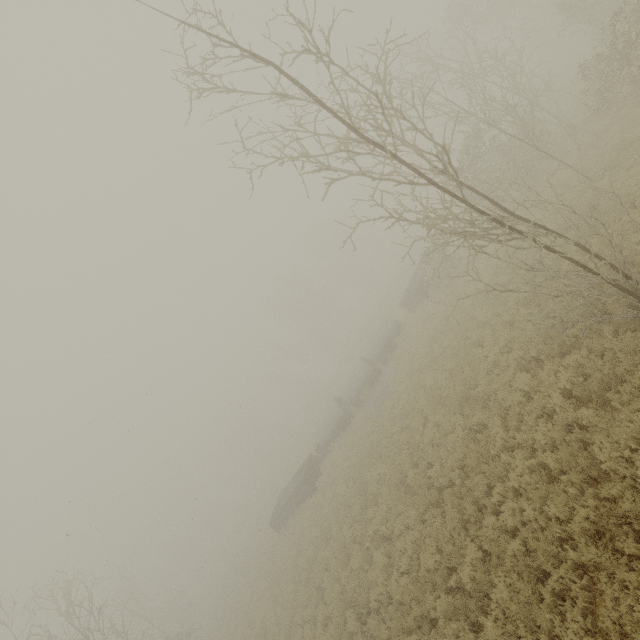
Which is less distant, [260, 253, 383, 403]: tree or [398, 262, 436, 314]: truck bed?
[398, 262, 436, 314]: truck bed

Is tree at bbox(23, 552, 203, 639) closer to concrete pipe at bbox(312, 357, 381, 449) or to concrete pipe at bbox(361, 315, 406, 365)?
concrete pipe at bbox(312, 357, 381, 449)

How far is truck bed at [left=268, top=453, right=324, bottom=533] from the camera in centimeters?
2381cm

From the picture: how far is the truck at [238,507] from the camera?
57.2 meters

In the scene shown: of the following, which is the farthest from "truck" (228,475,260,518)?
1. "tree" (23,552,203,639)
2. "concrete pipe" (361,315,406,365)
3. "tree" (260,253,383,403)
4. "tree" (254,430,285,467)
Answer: "concrete pipe" (361,315,406,365)

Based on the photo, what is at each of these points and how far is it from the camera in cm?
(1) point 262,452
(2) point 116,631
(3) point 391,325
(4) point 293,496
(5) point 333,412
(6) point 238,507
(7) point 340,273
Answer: (1) tree, 5538
(2) tree, 1406
(3) concrete pipe, 2578
(4) truck bed, 2441
(5) concrete pipe, 2608
(6) truck, 5778
(7) tree, 4984

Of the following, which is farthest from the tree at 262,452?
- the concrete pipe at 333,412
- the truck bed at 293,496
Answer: the concrete pipe at 333,412

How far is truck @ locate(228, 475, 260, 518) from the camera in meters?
57.2 m
